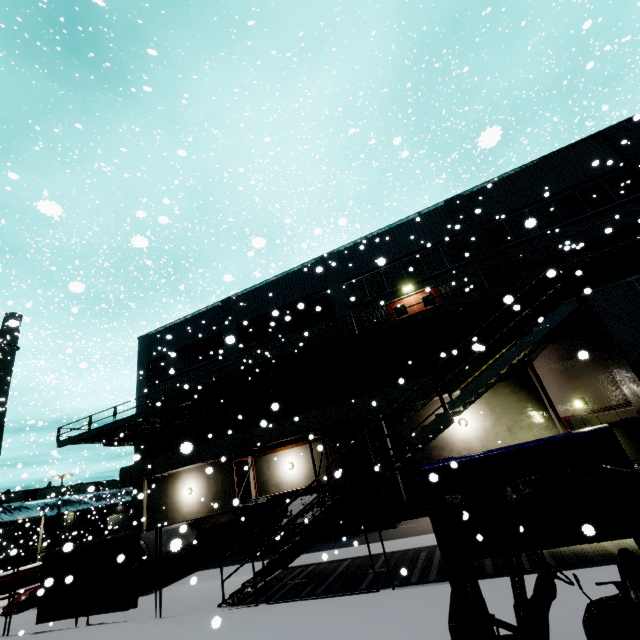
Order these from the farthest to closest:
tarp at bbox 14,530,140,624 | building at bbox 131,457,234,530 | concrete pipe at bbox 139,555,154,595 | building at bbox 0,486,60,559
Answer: building at bbox 0,486,60,559 → building at bbox 131,457,234,530 → concrete pipe at bbox 139,555,154,595 → tarp at bbox 14,530,140,624

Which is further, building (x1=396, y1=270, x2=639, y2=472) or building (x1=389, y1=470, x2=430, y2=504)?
building (x1=389, y1=470, x2=430, y2=504)

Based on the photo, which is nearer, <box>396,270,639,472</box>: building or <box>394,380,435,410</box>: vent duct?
<box>396,270,639,472</box>: building

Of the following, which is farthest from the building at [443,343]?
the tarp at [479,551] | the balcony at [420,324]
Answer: the tarp at [479,551]

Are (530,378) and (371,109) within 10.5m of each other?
no

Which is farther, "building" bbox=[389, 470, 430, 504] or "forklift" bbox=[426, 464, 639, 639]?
"building" bbox=[389, 470, 430, 504]

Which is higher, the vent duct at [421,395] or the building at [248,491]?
the vent duct at [421,395]

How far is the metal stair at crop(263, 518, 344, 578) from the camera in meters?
8.4
